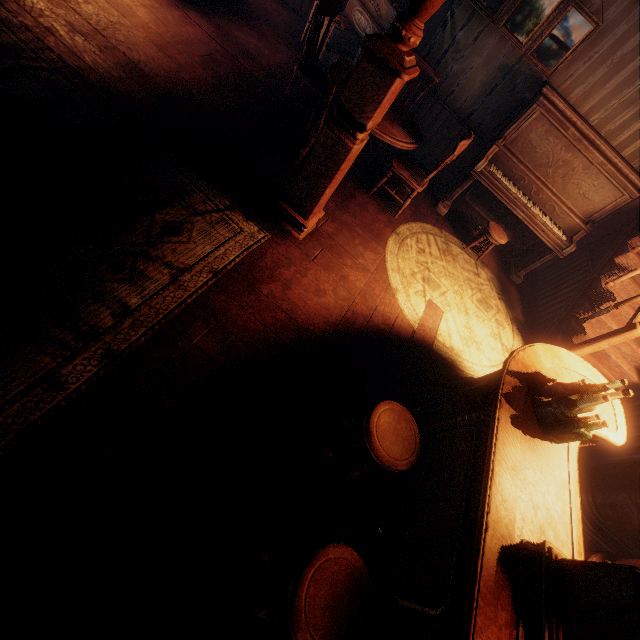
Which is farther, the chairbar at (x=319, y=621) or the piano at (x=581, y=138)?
the piano at (x=581, y=138)

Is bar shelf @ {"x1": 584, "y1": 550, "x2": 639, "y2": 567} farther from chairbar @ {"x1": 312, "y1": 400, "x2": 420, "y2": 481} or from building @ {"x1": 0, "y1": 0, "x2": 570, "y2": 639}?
chairbar @ {"x1": 312, "y1": 400, "x2": 420, "y2": 481}

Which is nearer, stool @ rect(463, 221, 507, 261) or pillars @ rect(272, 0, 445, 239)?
pillars @ rect(272, 0, 445, 239)

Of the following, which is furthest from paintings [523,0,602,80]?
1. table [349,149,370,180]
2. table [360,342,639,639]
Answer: table [360,342,639,639]

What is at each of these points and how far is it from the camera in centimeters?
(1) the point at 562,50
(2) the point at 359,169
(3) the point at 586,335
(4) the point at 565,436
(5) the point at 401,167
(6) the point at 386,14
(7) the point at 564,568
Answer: (1) paintings, 420cm
(2) table, 443cm
(3) building, 427cm
(4) glass bottle set, 203cm
(5) chair, 404cm
(6) supply box set, 486cm
(7) cash register, 143cm

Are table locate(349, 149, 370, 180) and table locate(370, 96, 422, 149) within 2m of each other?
yes

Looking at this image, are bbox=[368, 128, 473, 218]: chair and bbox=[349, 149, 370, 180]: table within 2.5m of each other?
yes

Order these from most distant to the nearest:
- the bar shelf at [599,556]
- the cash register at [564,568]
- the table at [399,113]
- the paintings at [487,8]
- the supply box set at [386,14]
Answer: the supply box set at [386,14]
the paintings at [487,8]
the table at [399,113]
the bar shelf at [599,556]
the cash register at [564,568]
